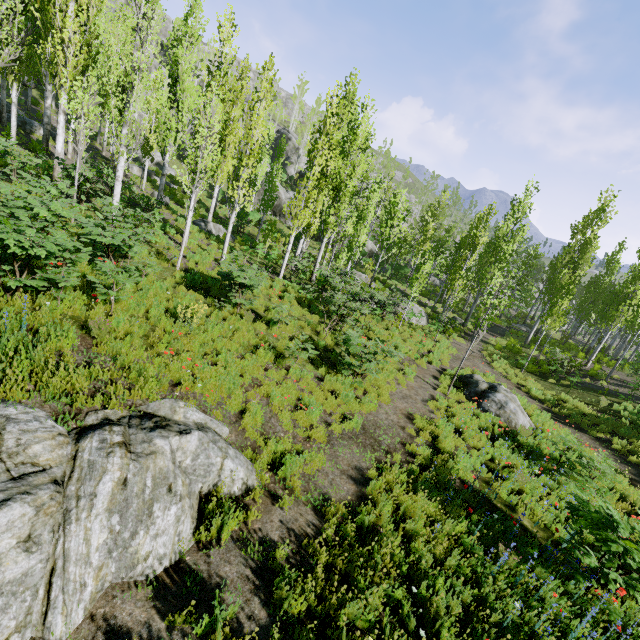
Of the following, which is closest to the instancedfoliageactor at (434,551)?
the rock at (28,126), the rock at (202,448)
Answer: the rock at (28,126)

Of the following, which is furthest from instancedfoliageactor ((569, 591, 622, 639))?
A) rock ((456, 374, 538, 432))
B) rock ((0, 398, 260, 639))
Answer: rock ((0, 398, 260, 639))

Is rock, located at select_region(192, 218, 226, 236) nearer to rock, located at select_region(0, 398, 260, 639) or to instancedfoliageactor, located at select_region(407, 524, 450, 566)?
instancedfoliageactor, located at select_region(407, 524, 450, 566)

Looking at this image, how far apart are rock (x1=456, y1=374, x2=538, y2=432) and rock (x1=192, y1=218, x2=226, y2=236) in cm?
1618

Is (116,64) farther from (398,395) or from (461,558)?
(461,558)

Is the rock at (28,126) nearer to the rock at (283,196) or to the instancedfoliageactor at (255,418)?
the instancedfoliageactor at (255,418)

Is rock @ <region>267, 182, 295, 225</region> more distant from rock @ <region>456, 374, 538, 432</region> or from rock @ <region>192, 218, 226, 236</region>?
rock @ <region>456, 374, 538, 432</region>
